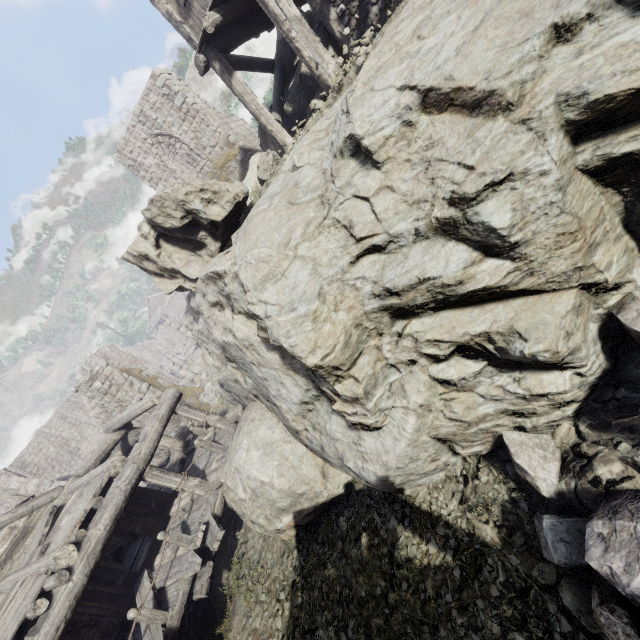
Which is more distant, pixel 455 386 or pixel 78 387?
pixel 78 387

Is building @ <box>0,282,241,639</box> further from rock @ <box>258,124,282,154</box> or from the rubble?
the rubble

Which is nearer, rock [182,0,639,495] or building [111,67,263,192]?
rock [182,0,639,495]

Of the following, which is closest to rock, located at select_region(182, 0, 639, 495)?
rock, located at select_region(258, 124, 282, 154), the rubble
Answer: the rubble

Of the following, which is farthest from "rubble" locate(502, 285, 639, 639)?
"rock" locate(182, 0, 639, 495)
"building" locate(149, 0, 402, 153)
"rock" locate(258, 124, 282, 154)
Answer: "rock" locate(258, 124, 282, 154)

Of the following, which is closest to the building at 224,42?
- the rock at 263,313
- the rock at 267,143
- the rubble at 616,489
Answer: the rock at 263,313

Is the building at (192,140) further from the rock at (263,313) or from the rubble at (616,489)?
the rubble at (616,489)

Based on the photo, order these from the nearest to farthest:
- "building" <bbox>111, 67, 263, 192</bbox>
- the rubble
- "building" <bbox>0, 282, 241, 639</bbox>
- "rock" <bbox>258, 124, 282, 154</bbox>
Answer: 1. the rubble
2. "building" <bbox>0, 282, 241, 639</bbox>
3. "rock" <bbox>258, 124, 282, 154</bbox>
4. "building" <bbox>111, 67, 263, 192</bbox>
